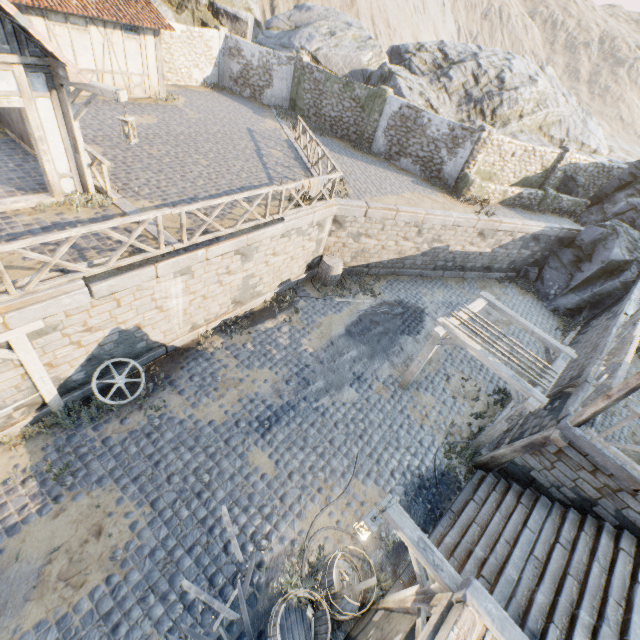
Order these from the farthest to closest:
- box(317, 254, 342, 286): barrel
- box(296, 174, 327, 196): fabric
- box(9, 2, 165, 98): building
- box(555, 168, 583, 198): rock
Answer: box(555, 168, 583, 198): rock < box(317, 254, 342, 286): barrel < box(9, 2, 165, 98): building < box(296, 174, 327, 196): fabric

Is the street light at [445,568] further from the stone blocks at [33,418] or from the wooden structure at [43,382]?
the wooden structure at [43,382]

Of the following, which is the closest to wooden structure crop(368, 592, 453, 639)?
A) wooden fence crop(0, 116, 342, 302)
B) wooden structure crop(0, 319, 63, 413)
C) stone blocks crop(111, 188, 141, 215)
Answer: wooden structure crop(0, 319, 63, 413)

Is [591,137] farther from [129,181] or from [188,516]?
[188,516]

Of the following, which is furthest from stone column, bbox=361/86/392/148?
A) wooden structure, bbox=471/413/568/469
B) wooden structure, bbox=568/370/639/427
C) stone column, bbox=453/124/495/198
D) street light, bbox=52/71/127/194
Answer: wooden structure, bbox=568/370/639/427

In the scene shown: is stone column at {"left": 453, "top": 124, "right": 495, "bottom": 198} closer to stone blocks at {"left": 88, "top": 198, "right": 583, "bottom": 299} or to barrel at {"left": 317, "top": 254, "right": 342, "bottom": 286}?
stone blocks at {"left": 88, "top": 198, "right": 583, "bottom": 299}

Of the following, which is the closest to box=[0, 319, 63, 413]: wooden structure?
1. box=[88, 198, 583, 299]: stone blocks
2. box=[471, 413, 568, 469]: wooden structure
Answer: box=[88, 198, 583, 299]: stone blocks

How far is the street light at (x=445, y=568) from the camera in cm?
473
